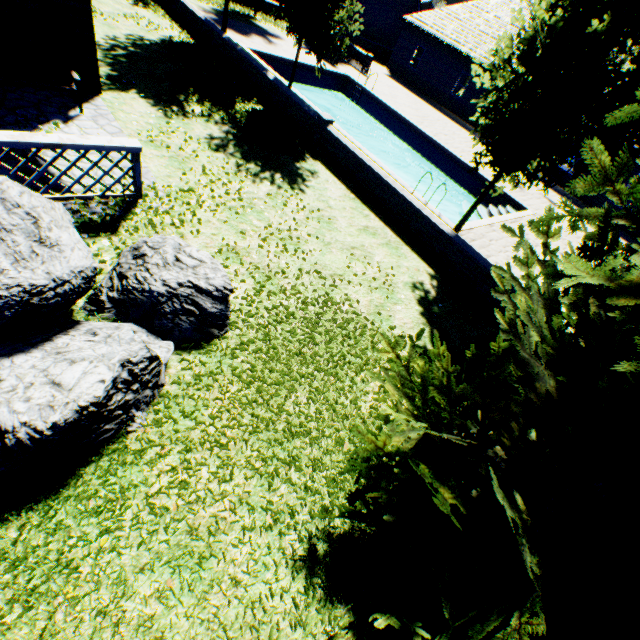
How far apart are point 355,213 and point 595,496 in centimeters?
776cm

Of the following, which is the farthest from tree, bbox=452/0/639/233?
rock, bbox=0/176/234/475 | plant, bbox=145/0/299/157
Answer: rock, bbox=0/176/234/475

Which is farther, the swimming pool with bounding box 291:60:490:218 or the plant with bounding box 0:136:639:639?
the swimming pool with bounding box 291:60:490:218

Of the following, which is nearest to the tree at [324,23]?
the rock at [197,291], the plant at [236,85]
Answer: the plant at [236,85]

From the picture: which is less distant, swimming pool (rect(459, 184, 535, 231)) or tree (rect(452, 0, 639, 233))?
tree (rect(452, 0, 639, 233))

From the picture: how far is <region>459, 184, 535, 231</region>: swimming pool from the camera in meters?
12.0

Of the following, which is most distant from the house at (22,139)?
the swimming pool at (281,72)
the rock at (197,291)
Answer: the swimming pool at (281,72)
